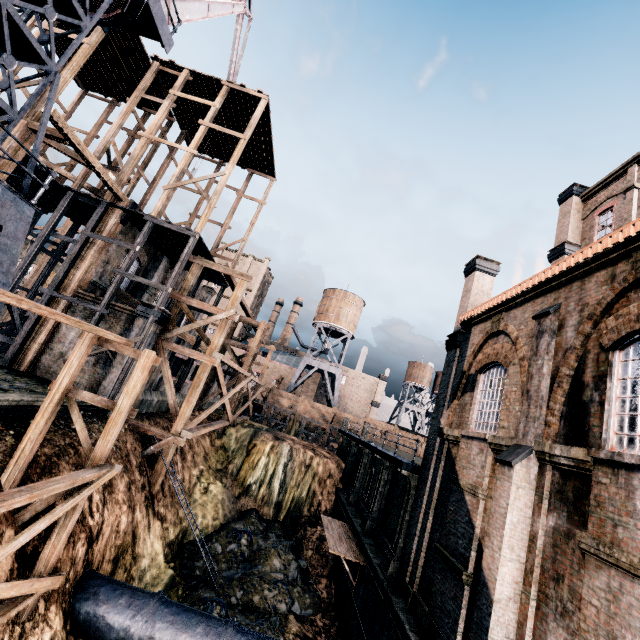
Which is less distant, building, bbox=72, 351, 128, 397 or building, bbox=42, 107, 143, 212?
building, bbox=42, 107, 143, 212

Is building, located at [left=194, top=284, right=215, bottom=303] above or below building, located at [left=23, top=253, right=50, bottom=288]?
above

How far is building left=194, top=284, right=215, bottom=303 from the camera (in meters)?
35.83

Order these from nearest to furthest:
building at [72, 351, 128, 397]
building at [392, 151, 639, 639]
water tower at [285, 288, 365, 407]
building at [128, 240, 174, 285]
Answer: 1. building at [392, 151, 639, 639]
2. building at [72, 351, 128, 397]
3. building at [128, 240, 174, 285]
4. water tower at [285, 288, 365, 407]

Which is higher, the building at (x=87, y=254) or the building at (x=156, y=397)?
the building at (x=87, y=254)

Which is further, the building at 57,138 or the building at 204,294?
the building at 204,294

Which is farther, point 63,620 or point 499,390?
point 499,390

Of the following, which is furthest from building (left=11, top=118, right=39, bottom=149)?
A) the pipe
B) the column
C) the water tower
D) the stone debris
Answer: the water tower
